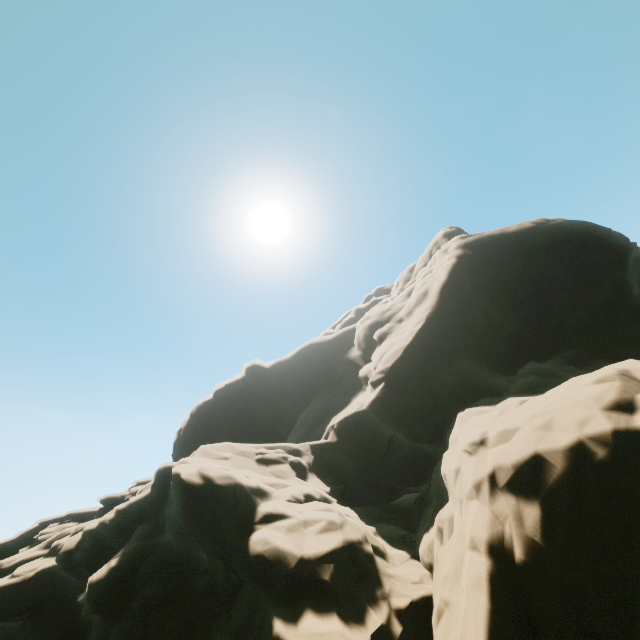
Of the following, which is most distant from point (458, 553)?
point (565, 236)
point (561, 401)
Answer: point (565, 236)
